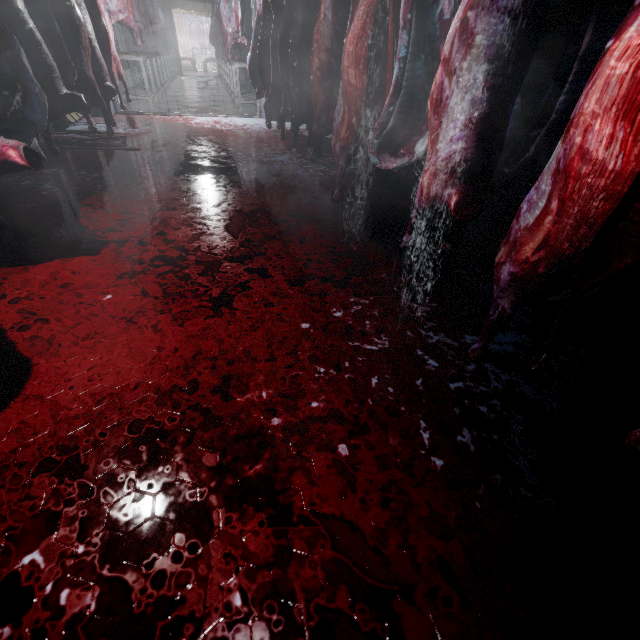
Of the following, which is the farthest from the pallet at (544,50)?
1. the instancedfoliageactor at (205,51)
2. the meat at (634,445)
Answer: the instancedfoliageactor at (205,51)

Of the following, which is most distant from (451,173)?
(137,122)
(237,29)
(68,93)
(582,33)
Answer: (237,29)

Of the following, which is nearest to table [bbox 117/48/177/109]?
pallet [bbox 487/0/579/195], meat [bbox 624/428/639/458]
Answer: pallet [bbox 487/0/579/195]

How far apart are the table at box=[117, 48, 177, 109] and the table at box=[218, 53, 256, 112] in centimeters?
158cm

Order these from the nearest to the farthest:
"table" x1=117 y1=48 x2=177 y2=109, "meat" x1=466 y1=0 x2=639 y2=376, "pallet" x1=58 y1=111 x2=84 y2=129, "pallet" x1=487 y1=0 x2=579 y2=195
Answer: "meat" x1=466 y1=0 x2=639 y2=376, "pallet" x1=487 y1=0 x2=579 y2=195, "pallet" x1=58 y1=111 x2=84 y2=129, "table" x1=117 y1=48 x2=177 y2=109

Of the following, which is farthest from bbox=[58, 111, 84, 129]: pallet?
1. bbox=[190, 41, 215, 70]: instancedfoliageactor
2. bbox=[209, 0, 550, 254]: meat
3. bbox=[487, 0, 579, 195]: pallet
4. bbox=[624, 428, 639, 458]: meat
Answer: bbox=[190, 41, 215, 70]: instancedfoliageactor

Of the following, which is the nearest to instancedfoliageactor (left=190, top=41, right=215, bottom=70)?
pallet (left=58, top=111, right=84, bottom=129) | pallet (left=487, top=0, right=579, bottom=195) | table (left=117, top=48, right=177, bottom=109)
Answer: A: table (left=117, top=48, right=177, bottom=109)

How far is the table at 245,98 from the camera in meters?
6.2
